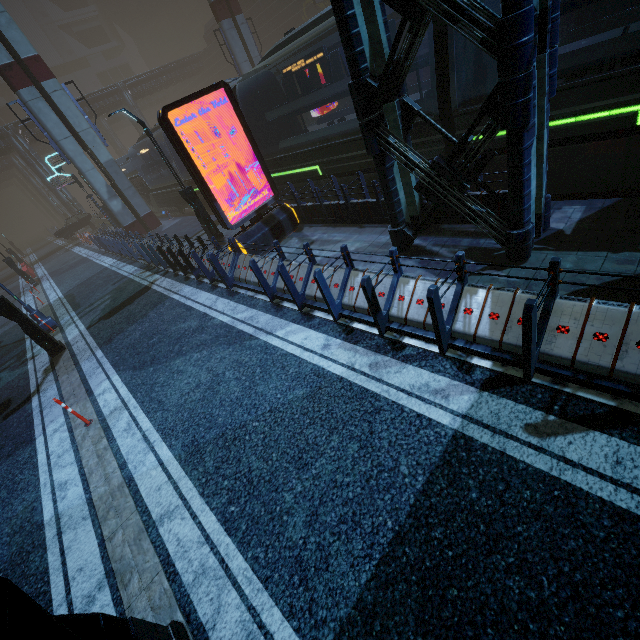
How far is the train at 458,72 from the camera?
6.9m

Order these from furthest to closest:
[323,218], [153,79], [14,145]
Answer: [153,79], [14,145], [323,218]

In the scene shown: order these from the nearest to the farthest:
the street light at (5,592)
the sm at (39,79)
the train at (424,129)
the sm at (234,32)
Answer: the street light at (5,592)
the train at (424,129)
the sm at (39,79)
the sm at (234,32)

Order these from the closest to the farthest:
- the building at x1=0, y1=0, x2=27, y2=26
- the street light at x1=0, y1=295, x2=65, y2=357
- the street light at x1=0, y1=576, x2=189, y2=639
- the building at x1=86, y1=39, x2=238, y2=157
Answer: the street light at x1=0, y1=576, x2=189, y2=639, the street light at x1=0, y1=295, x2=65, y2=357, the building at x1=86, y1=39, x2=238, y2=157, the building at x1=0, y1=0, x2=27, y2=26

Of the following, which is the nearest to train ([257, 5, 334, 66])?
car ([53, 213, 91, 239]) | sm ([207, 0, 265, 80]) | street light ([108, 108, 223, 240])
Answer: sm ([207, 0, 265, 80])

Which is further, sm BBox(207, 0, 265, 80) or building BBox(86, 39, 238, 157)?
building BBox(86, 39, 238, 157)

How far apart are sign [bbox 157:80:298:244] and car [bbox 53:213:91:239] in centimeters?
3084cm

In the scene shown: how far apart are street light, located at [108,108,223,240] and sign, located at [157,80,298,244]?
3.5 meters
